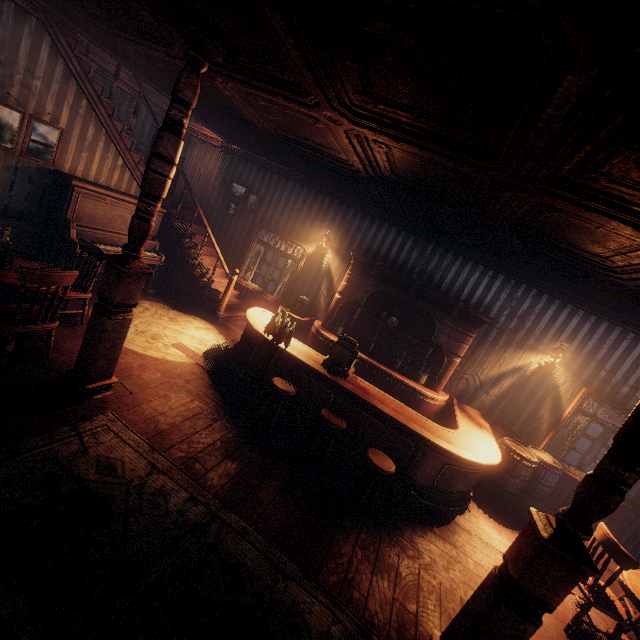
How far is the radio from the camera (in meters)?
7.45

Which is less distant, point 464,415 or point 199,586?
point 199,586

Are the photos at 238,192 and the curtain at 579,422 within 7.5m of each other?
no

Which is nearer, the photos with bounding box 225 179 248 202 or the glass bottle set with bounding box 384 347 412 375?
the glass bottle set with bounding box 384 347 412 375

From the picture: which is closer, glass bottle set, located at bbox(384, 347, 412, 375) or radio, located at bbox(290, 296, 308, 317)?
glass bottle set, located at bbox(384, 347, 412, 375)

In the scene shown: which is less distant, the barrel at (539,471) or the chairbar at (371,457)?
the chairbar at (371,457)

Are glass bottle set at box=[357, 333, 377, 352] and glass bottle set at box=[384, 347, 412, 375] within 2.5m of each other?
yes

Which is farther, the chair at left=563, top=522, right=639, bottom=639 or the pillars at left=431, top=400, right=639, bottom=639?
the chair at left=563, top=522, right=639, bottom=639
